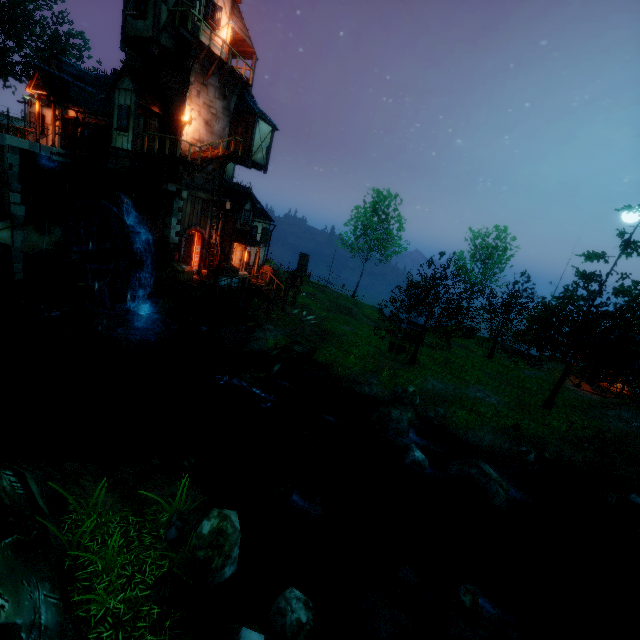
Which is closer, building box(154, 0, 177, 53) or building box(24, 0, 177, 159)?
building box(154, 0, 177, 53)

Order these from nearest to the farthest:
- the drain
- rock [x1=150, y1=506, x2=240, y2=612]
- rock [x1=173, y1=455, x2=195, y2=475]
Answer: rock [x1=150, y1=506, x2=240, y2=612] → rock [x1=173, y1=455, x2=195, y2=475] → the drain

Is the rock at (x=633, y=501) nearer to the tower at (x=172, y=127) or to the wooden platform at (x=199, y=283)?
the wooden platform at (x=199, y=283)

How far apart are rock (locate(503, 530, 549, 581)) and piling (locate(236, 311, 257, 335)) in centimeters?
1654cm

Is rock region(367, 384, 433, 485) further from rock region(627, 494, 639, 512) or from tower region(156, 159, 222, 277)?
tower region(156, 159, 222, 277)

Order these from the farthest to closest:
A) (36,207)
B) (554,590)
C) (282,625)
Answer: (36,207) < (554,590) < (282,625)

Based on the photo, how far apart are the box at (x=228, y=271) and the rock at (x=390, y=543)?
15.37m

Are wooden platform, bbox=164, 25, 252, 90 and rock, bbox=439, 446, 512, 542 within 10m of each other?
no
